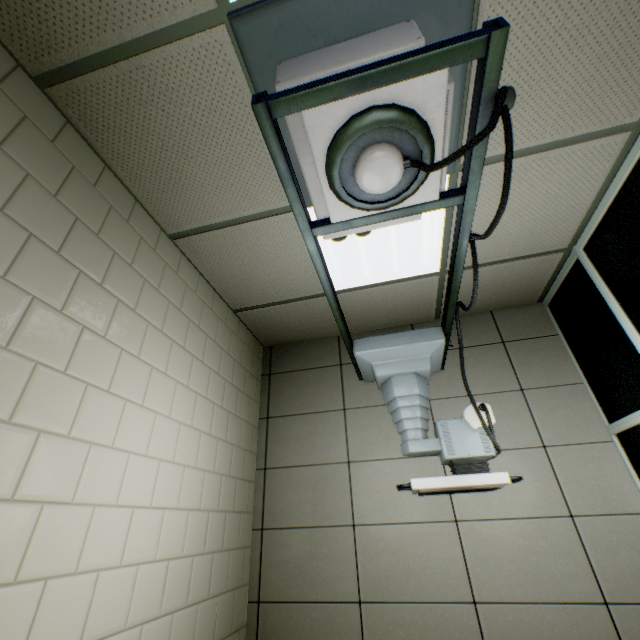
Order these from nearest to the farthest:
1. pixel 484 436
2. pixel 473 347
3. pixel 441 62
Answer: pixel 441 62
pixel 484 436
pixel 473 347
